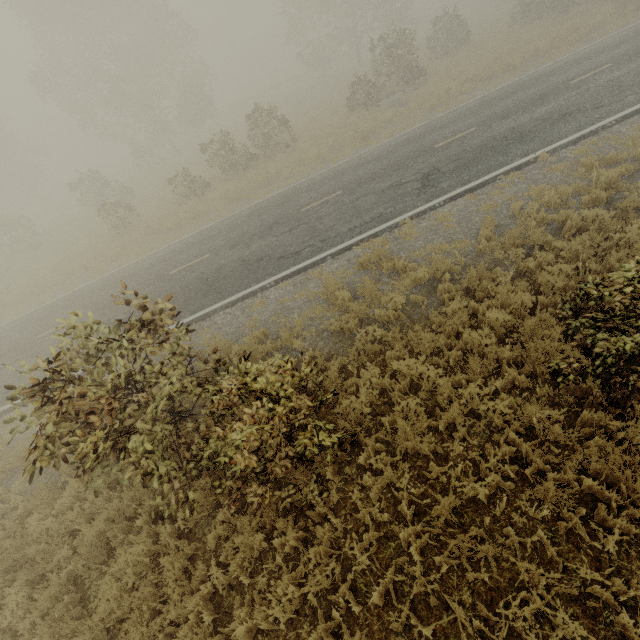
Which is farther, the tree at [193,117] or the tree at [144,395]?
the tree at [193,117]

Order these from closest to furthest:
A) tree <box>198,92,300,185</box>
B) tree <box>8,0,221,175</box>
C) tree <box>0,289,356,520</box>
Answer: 1. tree <box>0,289,356,520</box>
2. tree <box>198,92,300,185</box>
3. tree <box>8,0,221,175</box>

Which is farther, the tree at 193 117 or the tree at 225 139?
the tree at 193 117

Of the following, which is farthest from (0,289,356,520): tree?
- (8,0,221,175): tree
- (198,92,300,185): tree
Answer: (8,0,221,175): tree

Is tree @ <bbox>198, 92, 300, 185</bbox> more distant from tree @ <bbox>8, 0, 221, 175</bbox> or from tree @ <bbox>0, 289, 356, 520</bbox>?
tree @ <bbox>0, 289, 356, 520</bbox>

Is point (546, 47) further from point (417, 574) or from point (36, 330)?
point (36, 330)

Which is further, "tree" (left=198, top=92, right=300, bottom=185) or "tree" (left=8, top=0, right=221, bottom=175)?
"tree" (left=8, top=0, right=221, bottom=175)

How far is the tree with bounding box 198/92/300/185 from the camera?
18.92m
